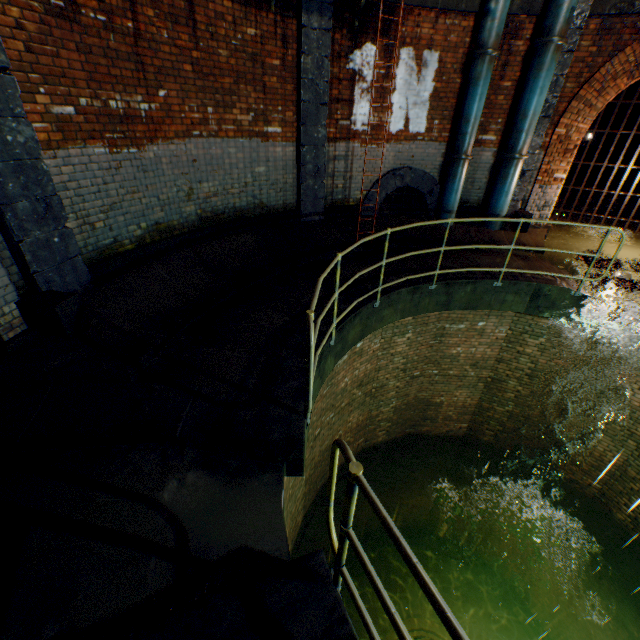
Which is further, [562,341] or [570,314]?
[562,341]

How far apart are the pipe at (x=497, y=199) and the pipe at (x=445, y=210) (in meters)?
0.78

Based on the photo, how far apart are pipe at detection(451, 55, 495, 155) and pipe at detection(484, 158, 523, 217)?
0.8m

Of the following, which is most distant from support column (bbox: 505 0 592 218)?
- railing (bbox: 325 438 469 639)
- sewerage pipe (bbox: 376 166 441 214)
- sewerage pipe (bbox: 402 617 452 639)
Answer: sewerage pipe (bbox: 402 617 452 639)

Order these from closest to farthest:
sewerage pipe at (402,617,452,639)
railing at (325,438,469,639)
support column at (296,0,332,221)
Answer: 1. railing at (325,438,469,639)
2. support column at (296,0,332,221)
3. sewerage pipe at (402,617,452,639)

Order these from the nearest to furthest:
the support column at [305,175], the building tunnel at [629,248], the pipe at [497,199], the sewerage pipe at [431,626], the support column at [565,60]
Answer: the support column at [305,175], the support column at [565,60], the pipe at [497,199], the building tunnel at [629,248], the sewerage pipe at [431,626]

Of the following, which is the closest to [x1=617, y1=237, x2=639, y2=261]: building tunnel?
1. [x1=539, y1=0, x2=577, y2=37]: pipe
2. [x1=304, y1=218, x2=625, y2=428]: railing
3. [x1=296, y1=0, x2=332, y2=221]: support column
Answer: [x1=539, y1=0, x2=577, y2=37]: pipe

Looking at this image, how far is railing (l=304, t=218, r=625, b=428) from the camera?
2.74m
